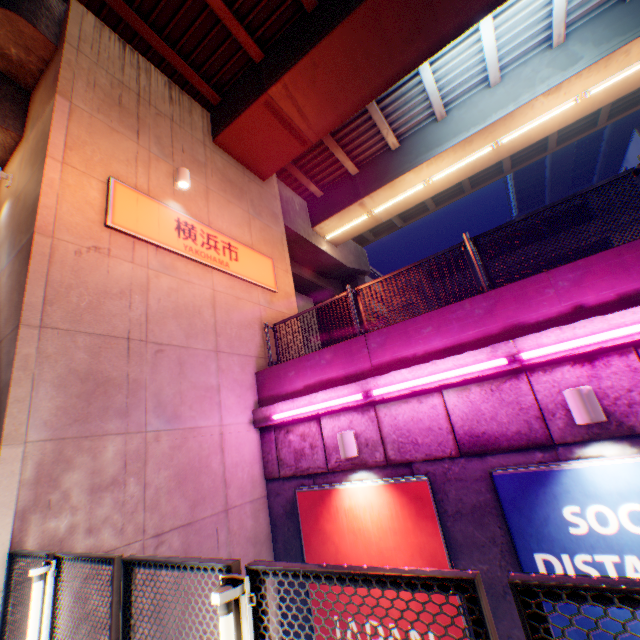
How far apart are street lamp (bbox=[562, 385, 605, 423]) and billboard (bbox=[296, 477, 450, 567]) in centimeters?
211cm

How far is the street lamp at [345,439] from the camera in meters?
5.4 m

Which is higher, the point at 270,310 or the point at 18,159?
the point at 18,159

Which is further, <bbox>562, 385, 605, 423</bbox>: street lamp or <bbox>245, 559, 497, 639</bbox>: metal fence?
<bbox>562, 385, 605, 423</bbox>: street lamp

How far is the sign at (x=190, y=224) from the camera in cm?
600

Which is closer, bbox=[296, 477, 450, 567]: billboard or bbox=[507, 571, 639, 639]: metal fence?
bbox=[507, 571, 639, 639]: metal fence

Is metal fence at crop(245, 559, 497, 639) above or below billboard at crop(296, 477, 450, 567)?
above

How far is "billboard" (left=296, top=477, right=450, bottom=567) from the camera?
4.8m
